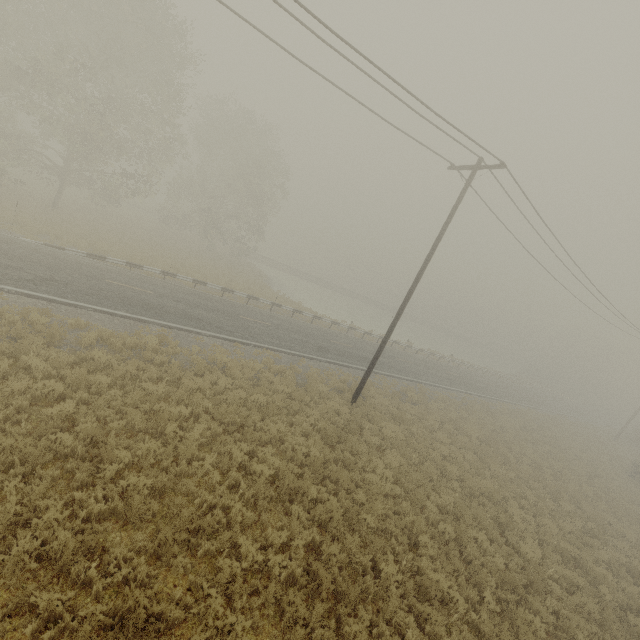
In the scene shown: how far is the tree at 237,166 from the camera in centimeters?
3409cm

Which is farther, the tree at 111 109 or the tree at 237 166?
the tree at 237 166

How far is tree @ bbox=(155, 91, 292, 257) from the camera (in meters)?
34.09

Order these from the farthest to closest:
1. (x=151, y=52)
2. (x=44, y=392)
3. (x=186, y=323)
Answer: (x=151, y=52) < (x=186, y=323) < (x=44, y=392)

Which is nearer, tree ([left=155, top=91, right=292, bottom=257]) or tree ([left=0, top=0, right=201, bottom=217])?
tree ([left=0, top=0, right=201, bottom=217])
